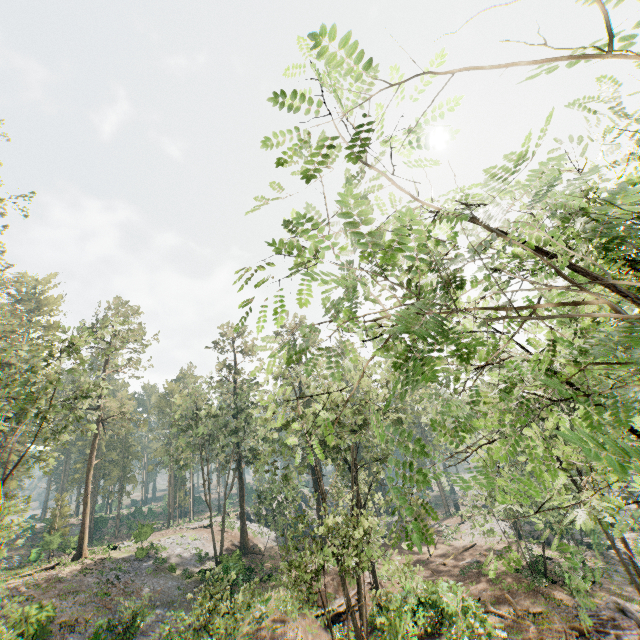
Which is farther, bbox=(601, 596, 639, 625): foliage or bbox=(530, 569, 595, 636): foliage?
bbox=(601, 596, 639, 625): foliage

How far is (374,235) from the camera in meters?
2.0 m

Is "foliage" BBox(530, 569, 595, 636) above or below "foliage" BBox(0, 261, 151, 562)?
below

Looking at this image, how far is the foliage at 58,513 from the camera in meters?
38.0 m

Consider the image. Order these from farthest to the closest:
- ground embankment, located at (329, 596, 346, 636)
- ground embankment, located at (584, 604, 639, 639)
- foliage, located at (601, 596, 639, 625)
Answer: ground embankment, located at (329, 596, 346, 636)
foliage, located at (601, 596, 639, 625)
ground embankment, located at (584, 604, 639, 639)

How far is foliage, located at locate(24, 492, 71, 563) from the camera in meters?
38.0 m

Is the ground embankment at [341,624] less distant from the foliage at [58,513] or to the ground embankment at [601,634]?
the foliage at [58,513]

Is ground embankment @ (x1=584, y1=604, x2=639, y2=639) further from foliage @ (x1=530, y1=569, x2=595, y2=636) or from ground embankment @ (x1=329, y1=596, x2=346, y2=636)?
ground embankment @ (x1=329, y1=596, x2=346, y2=636)
